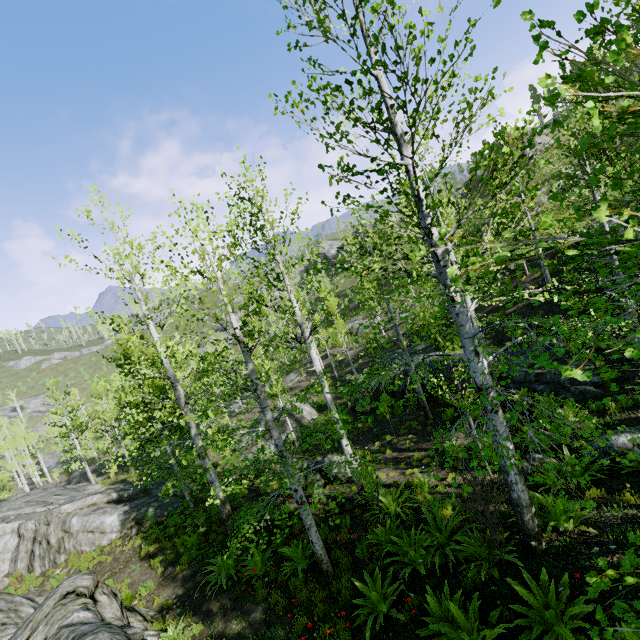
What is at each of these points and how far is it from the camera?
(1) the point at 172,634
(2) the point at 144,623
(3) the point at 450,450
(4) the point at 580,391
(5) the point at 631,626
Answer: (1) instancedfoliageactor, 7.6 meters
(2) rock, 8.4 meters
(3) instancedfoliageactor, 11.6 meters
(4) rock, 10.7 meters
(5) instancedfoliageactor, 2.1 meters

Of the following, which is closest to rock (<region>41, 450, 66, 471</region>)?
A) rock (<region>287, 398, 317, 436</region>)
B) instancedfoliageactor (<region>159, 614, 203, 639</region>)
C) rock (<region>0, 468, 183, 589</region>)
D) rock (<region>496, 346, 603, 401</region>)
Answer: rock (<region>0, 468, 183, 589</region>)

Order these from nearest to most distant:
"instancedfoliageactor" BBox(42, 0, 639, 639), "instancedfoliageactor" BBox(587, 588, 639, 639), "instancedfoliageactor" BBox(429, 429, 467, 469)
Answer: "instancedfoliageactor" BBox(587, 588, 639, 639), "instancedfoliageactor" BBox(42, 0, 639, 639), "instancedfoliageactor" BBox(429, 429, 467, 469)

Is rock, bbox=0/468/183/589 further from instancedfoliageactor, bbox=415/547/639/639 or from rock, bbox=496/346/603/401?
rock, bbox=496/346/603/401

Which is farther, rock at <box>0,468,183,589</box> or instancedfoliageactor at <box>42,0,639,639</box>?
rock at <box>0,468,183,589</box>

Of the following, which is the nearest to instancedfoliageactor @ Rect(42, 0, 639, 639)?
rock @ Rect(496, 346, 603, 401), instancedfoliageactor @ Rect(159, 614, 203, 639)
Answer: rock @ Rect(496, 346, 603, 401)

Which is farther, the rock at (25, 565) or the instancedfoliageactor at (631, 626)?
the rock at (25, 565)

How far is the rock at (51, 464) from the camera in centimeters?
4825cm
